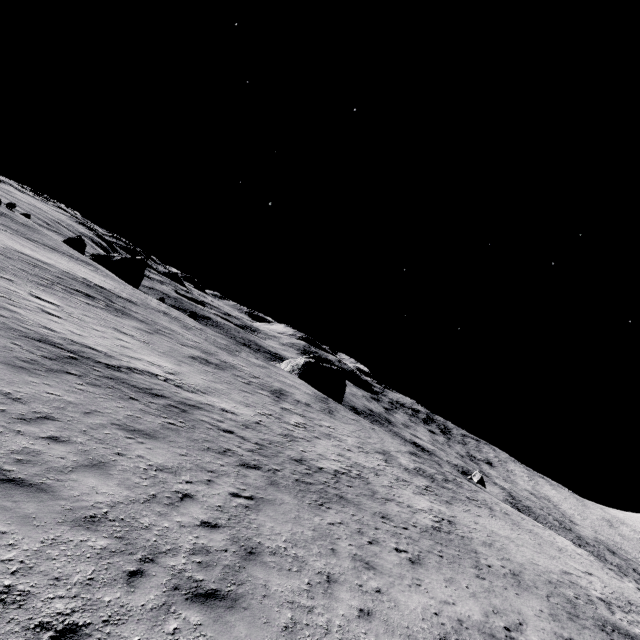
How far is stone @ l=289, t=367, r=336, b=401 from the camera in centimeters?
5819cm

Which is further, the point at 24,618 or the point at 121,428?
the point at 121,428

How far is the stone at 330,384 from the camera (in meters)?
58.19
